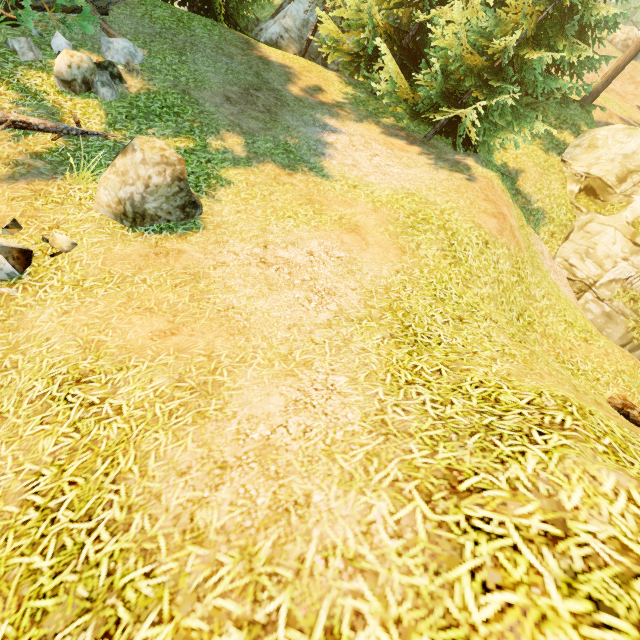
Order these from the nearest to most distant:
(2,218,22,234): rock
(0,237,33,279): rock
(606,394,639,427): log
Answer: (0,237,33,279): rock < (2,218,22,234): rock < (606,394,639,427): log

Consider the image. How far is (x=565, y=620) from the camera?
1.40m

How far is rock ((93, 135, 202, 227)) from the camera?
5.5 meters

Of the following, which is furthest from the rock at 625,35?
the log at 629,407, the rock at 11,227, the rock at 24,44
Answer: the rock at 11,227

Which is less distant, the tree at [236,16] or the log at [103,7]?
the log at [103,7]

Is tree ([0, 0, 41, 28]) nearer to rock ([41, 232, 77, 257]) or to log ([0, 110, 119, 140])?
log ([0, 110, 119, 140])

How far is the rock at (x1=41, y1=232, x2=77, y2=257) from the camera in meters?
5.2

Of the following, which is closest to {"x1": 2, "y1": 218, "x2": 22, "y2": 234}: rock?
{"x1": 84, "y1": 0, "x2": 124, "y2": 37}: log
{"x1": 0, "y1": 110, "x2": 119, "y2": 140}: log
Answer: {"x1": 0, "y1": 110, "x2": 119, "y2": 140}: log
